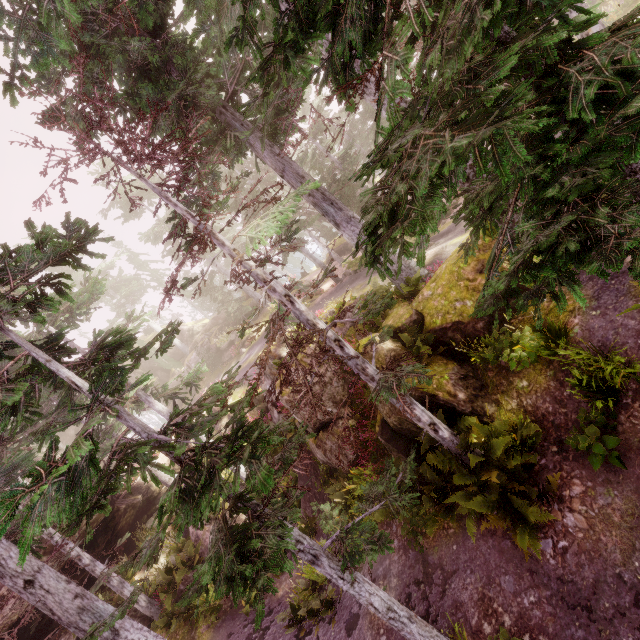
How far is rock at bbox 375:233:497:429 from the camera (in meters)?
8.10

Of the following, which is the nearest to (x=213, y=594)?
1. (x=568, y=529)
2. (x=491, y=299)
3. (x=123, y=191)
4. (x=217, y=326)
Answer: (x=568, y=529)

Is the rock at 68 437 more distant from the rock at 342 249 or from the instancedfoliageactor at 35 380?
the rock at 342 249

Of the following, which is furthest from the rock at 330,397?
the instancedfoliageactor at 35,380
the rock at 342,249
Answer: the rock at 342,249

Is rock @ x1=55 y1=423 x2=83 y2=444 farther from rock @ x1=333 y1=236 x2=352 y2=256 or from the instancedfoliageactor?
rock @ x1=333 y1=236 x2=352 y2=256

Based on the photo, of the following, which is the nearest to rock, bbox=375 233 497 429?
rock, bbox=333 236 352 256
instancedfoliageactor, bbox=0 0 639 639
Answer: instancedfoliageactor, bbox=0 0 639 639
